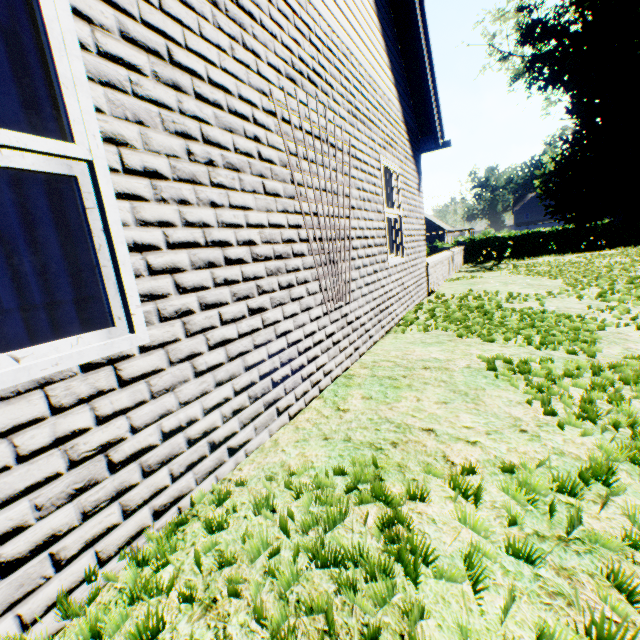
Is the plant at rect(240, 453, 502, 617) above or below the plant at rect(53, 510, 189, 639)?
above

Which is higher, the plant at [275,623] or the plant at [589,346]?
the plant at [275,623]

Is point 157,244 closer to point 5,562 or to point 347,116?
point 5,562

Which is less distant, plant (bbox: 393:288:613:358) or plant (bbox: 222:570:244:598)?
plant (bbox: 222:570:244:598)

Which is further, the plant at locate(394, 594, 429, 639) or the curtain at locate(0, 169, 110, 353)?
the curtain at locate(0, 169, 110, 353)

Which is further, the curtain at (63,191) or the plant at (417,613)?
the curtain at (63,191)

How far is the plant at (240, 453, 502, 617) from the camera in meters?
1.0 m
